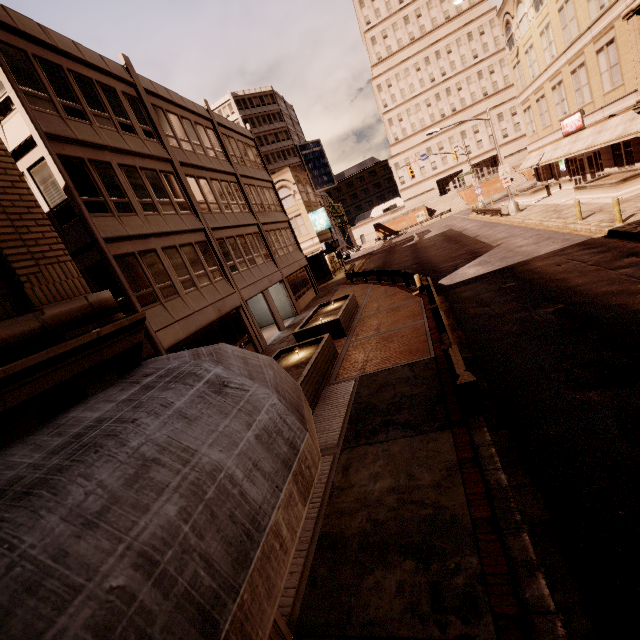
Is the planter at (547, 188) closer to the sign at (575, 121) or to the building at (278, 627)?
the sign at (575, 121)

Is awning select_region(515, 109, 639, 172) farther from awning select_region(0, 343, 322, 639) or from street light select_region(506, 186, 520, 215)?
awning select_region(0, 343, 322, 639)

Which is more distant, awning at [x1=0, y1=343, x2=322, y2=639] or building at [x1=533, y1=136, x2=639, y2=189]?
building at [x1=533, y1=136, x2=639, y2=189]

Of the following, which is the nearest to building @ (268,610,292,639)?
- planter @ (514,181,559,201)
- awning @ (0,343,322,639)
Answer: awning @ (0,343,322,639)

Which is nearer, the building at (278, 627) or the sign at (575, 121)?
the building at (278, 627)

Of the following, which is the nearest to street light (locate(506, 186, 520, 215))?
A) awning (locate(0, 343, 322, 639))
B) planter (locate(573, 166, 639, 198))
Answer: planter (locate(573, 166, 639, 198))

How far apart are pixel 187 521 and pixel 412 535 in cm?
420

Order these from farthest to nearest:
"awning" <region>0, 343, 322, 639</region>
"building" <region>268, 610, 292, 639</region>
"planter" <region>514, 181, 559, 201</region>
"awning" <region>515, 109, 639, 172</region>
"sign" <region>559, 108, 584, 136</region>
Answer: "planter" <region>514, 181, 559, 201</region>, "sign" <region>559, 108, 584, 136</region>, "awning" <region>515, 109, 639, 172</region>, "building" <region>268, 610, 292, 639</region>, "awning" <region>0, 343, 322, 639</region>
